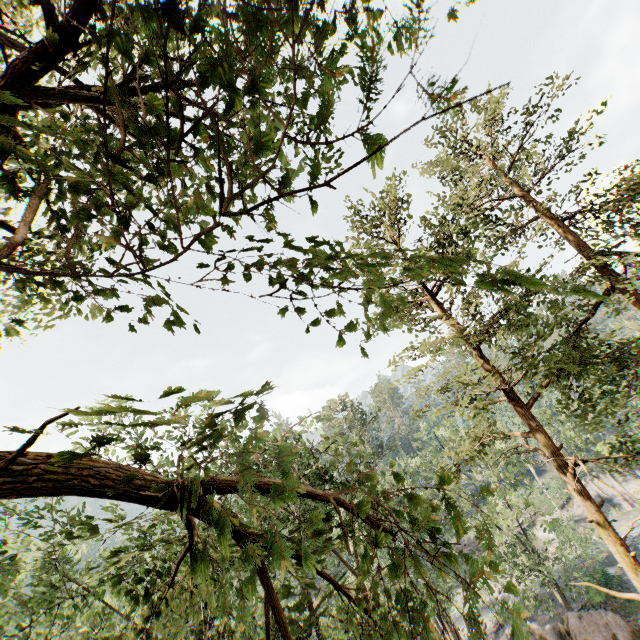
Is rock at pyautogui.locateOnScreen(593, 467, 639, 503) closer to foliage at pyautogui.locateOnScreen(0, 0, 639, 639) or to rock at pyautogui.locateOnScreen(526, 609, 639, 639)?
foliage at pyautogui.locateOnScreen(0, 0, 639, 639)

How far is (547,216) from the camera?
14.52m

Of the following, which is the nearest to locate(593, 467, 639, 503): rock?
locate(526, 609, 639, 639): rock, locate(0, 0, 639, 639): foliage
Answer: locate(0, 0, 639, 639): foliage

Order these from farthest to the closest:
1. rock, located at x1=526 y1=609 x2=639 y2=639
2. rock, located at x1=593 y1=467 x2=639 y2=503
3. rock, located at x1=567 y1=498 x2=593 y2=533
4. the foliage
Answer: rock, located at x1=593 y1=467 x2=639 y2=503 → rock, located at x1=567 y1=498 x2=593 y2=533 → rock, located at x1=526 y1=609 x2=639 y2=639 → the foliage

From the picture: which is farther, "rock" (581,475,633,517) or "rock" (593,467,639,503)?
"rock" (593,467,639,503)

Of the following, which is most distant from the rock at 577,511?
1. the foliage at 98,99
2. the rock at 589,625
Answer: the rock at 589,625

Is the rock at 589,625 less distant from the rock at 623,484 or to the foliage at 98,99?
the foliage at 98,99
